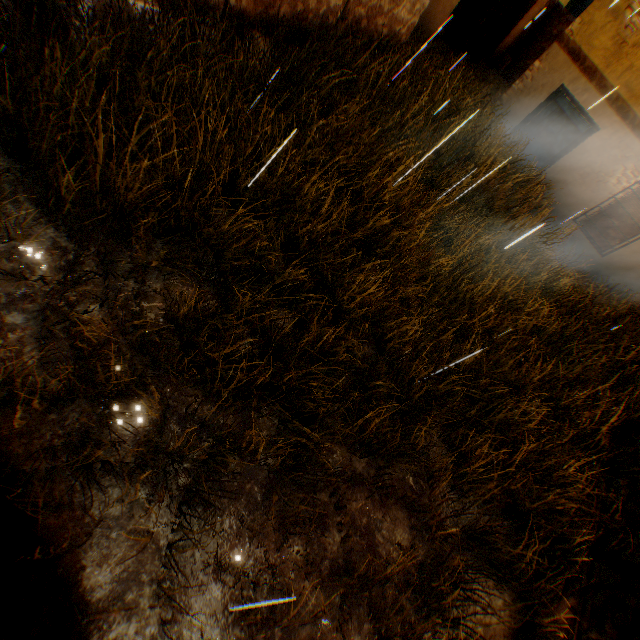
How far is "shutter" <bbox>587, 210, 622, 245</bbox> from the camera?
8.9 meters

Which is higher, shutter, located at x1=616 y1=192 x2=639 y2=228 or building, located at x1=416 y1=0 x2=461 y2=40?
shutter, located at x1=616 y1=192 x2=639 y2=228

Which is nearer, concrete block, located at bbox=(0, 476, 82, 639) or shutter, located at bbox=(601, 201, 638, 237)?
concrete block, located at bbox=(0, 476, 82, 639)

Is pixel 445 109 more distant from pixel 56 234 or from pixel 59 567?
pixel 59 567

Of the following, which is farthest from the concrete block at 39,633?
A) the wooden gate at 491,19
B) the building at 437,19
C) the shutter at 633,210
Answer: the shutter at 633,210

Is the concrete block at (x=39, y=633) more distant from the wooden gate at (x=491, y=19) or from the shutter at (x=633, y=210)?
the shutter at (x=633, y=210)

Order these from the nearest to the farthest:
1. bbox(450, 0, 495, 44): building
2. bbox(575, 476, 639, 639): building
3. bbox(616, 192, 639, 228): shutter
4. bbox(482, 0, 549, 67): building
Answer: bbox(575, 476, 639, 639): building < bbox(616, 192, 639, 228): shutter < bbox(482, 0, 549, 67): building < bbox(450, 0, 495, 44): building

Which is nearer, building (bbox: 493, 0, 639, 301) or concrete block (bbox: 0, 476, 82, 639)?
concrete block (bbox: 0, 476, 82, 639)
